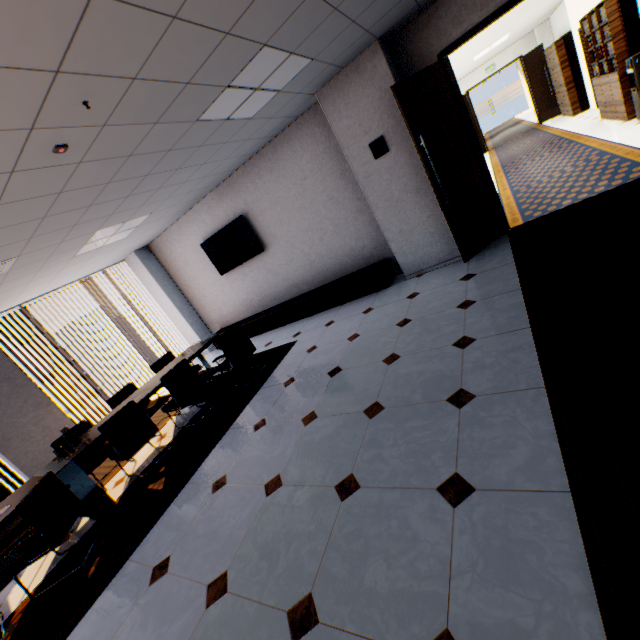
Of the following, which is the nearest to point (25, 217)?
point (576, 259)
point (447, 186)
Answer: point (447, 186)

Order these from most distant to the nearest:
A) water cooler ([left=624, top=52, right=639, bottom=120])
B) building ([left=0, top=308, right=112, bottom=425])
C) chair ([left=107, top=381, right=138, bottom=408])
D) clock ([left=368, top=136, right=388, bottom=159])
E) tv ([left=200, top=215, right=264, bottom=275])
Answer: building ([left=0, top=308, right=112, bottom=425])
tv ([left=200, top=215, right=264, bottom=275])
water cooler ([left=624, top=52, right=639, bottom=120])
chair ([left=107, top=381, right=138, bottom=408])
clock ([left=368, top=136, right=388, bottom=159])

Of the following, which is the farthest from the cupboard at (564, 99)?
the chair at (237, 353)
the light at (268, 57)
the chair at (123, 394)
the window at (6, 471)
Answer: the window at (6, 471)

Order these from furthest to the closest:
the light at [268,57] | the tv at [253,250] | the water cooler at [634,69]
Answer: the tv at [253,250] < the water cooler at [634,69] < the light at [268,57]

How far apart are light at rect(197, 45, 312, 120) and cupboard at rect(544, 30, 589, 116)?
10.72m

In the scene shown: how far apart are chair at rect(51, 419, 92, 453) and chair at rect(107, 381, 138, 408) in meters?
0.3 m

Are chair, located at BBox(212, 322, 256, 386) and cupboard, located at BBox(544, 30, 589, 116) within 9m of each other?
no

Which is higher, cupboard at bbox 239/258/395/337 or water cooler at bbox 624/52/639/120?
water cooler at bbox 624/52/639/120
